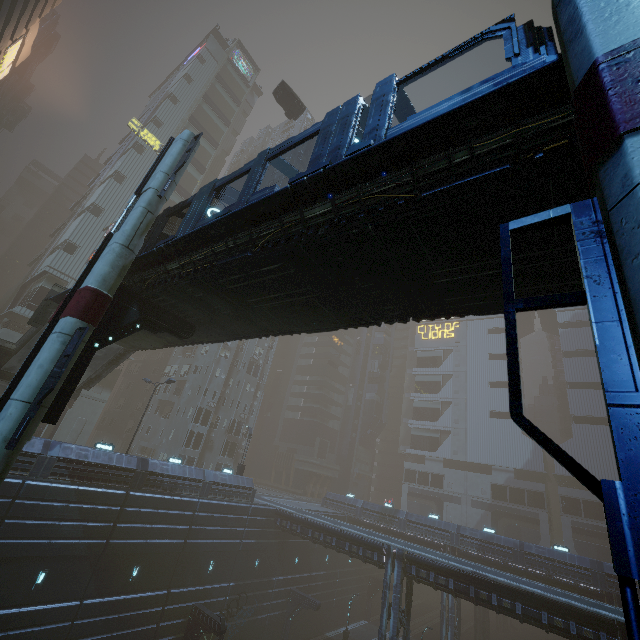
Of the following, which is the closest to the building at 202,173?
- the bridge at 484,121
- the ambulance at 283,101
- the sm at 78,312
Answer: the sm at 78,312

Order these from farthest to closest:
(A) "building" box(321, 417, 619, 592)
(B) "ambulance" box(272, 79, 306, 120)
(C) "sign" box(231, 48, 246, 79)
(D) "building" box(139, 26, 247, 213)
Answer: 1. (C) "sign" box(231, 48, 246, 79)
2. (D) "building" box(139, 26, 247, 213)
3. (B) "ambulance" box(272, 79, 306, 120)
4. (A) "building" box(321, 417, 619, 592)

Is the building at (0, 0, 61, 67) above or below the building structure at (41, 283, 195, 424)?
above

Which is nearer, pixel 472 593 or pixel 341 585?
pixel 472 593

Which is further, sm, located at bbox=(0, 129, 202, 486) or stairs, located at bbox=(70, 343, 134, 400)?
stairs, located at bbox=(70, 343, 134, 400)

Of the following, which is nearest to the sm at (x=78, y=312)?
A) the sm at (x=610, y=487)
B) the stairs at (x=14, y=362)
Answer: the stairs at (x=14, y=362)

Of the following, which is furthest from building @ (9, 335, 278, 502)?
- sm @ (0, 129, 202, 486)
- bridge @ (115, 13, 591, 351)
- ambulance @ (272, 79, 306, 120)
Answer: ambulance @ (272, 79, 306, 120)

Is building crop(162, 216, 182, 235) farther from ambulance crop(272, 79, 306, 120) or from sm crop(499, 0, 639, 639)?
ambulance crop(272, 79, 306, 120)
